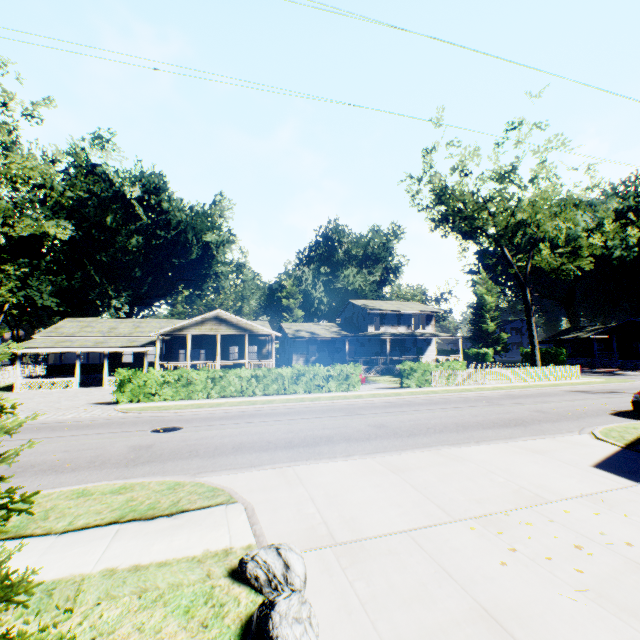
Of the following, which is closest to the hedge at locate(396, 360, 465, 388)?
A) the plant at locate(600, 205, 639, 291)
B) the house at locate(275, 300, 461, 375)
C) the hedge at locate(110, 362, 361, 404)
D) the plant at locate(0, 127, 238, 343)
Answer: the hedge at locate(110, 362, 361, 404)

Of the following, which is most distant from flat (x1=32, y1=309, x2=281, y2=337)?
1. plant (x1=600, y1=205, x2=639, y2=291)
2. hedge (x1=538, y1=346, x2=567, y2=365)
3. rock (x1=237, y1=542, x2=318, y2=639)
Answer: plant (x1=600, y1=205, x2=639, y2=291)

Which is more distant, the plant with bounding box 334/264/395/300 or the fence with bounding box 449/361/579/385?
the plant with bounding box 334/264/395/300

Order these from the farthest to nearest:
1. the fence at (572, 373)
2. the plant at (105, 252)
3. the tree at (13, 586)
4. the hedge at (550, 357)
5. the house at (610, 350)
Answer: the plant at (105, 252) → the hedge at (550, 357) → the house at (610, 350) → the fence at (572, 373) → the tree at (13, 586)

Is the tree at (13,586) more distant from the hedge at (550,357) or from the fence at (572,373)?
the hedge at (550,357)

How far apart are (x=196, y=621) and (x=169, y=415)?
12.79m

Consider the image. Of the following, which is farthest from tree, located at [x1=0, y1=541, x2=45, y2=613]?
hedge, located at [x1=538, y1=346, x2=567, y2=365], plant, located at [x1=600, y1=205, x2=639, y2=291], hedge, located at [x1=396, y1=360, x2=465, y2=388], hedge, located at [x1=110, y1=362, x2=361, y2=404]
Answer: plant, located at [x1=600, y1=205, x2=639, y2=291]

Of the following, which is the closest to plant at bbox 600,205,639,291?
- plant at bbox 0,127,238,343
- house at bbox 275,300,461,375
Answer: plant at bbox 0,127,238,343
